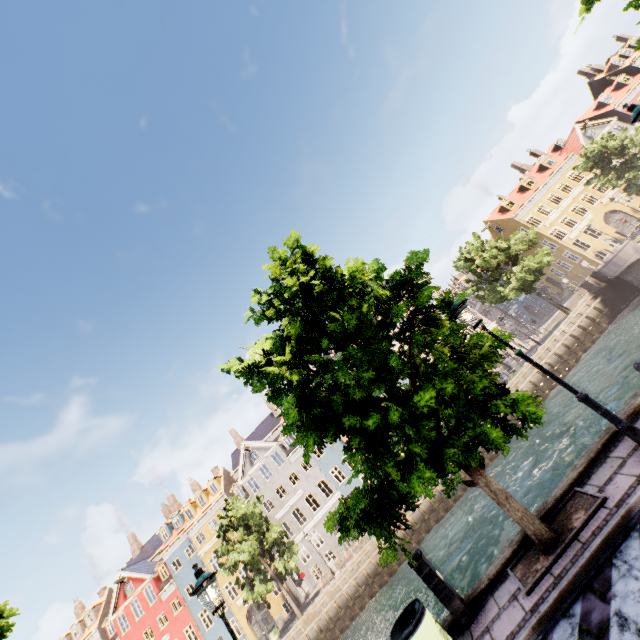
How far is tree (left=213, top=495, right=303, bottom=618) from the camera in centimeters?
2417cm

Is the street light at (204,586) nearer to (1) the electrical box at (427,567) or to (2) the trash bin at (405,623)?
(2) the trash bin at (405,623)

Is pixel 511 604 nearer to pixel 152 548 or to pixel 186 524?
pixel 186 524

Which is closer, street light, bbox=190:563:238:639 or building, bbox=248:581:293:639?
street light, bbox=190:563:238:639

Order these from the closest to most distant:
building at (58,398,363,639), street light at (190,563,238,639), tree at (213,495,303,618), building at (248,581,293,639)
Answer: street light at (190,563,238,639)
tree at (213,495,303,618)
building at (248,581,293,639)
building at (58,398,363,639)

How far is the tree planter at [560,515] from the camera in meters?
5.0

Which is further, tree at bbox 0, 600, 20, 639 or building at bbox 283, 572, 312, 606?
building at bbox 283, 572, 312, 606
